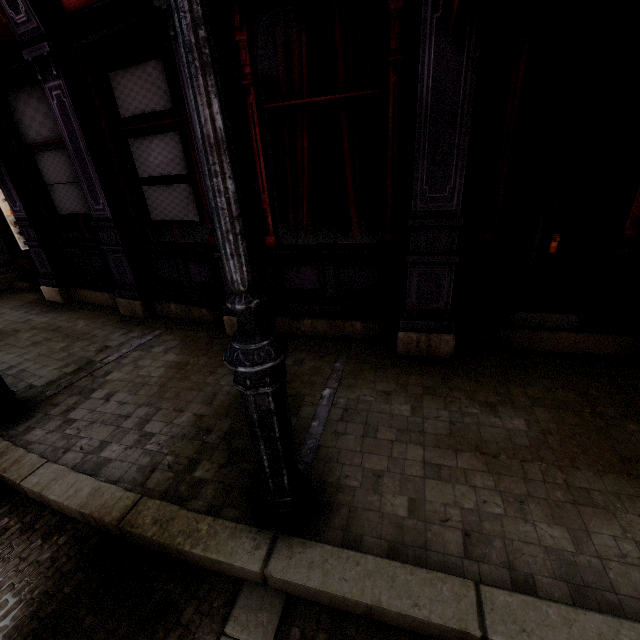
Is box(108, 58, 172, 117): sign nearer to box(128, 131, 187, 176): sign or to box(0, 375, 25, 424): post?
box(128, 131, 187, 176): sign

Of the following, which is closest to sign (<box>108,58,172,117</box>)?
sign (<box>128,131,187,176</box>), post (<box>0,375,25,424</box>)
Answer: sign (<box>128,131,187,176</box>)

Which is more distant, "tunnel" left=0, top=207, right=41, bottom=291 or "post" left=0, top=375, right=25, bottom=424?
"tunnel" left=0, top=207, right=41, bottom=291

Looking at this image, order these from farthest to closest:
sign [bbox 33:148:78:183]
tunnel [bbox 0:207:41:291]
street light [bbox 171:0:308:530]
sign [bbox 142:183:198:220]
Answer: tunnel [bbox 0:207:41:291]
sign [bbox 33:148:78:183]
sign [bbox 142:183:198:220]
street light [bbox 171:0:308:530]

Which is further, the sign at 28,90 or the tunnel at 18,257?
the tunnel at 18,257

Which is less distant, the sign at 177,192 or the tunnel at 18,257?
the sign at 177,192

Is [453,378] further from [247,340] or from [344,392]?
[247,340]

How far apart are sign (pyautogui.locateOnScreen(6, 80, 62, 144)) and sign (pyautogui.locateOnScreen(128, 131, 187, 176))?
1.41m
